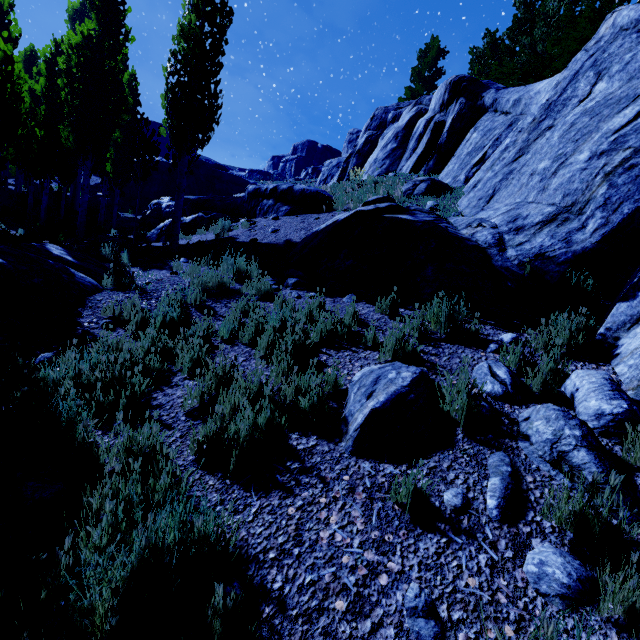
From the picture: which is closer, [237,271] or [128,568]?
[128,568]

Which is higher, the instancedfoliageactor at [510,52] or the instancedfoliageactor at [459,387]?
the instancedfoliageactor at [510,52]

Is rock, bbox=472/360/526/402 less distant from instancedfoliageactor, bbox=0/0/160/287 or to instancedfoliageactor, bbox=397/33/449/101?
instancedfoliageactor, bbox=0/0/160/287

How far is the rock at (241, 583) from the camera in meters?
1.7 m

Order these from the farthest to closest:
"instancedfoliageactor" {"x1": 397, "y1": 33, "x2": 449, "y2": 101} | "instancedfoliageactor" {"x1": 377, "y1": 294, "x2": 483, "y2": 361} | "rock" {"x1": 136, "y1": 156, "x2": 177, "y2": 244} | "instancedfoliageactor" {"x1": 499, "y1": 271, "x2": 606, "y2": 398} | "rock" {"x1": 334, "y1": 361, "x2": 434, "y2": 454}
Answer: "instancedfoliageactor" {"x1": 397, "y1": 33, "x2": 449, "y2": 101}
"rock" {"x1": 136, "y1": 156, "x2": 177, "y2": 244}
"instancedfoliageactor" {"x1": 377, "y1": 294, "x2": 483, "y2": 361}
"instancedfoliageactor" {"x1": 499, "y1": 271, "x2": 606, "y2": 398}
"rock" {"x1": 334, "y1": 361, "x2": 434, "y2": 454}

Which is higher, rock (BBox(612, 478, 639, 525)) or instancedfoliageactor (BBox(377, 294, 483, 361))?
instancedfoliageactor (BBox(377, 294, 483, 361))
